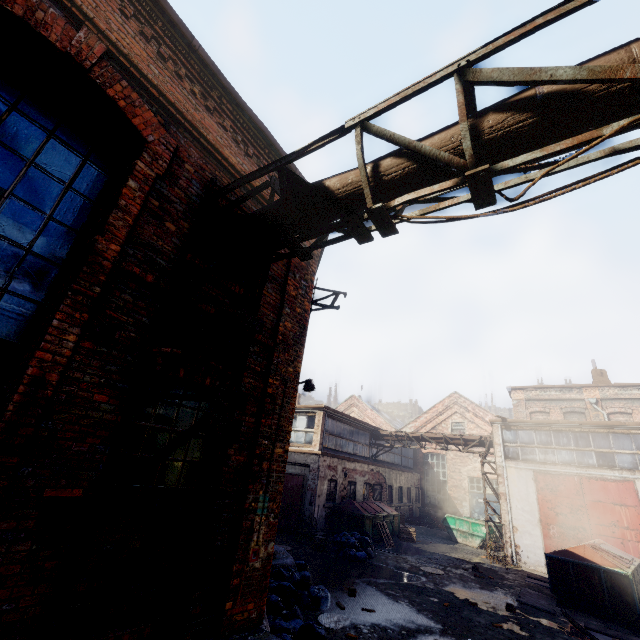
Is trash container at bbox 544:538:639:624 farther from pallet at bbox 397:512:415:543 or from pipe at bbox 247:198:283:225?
pipe at bbox 247:198:283:225

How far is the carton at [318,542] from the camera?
13.5m

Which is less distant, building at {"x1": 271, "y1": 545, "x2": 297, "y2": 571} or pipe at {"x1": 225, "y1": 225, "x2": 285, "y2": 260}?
pipe at {"x1": 225, "y1": 225, "x2": 285, "y2": 260}

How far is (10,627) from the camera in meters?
2.6 m

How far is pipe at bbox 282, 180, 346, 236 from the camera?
3.9 meters

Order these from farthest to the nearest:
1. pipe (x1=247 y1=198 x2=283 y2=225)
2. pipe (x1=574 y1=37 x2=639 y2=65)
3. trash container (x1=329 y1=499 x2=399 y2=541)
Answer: trash container (x1=329 y1=499 x2=399 y2=541), pipe (x1=247 y1=198 x2=283 y2=225), pipe (x1=574 y1=37 x2=639 y2=65)

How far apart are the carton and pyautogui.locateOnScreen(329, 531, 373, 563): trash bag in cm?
26

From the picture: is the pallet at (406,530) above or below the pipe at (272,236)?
below
